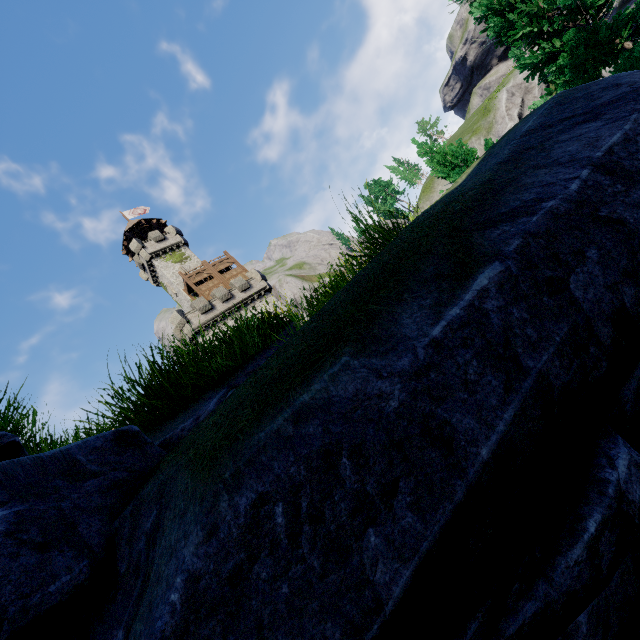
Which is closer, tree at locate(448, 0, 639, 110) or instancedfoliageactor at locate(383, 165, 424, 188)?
tree at locate(448, 0, 639, 110)

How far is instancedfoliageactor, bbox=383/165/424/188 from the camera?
52.6m

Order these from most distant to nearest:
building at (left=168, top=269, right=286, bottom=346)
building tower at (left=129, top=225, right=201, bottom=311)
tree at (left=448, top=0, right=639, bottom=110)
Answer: building tower at (left=129, top=225, right=201, bottom=311)
building at (left=168, top=269, right=286, bottom=346)
tree at (left=448, top=0, right=639, bottom=110)

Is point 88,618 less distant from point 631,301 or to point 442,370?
point 442,370

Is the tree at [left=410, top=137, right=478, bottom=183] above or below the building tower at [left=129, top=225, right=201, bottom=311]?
below

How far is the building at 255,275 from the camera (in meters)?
32.84

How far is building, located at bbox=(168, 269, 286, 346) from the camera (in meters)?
32.84

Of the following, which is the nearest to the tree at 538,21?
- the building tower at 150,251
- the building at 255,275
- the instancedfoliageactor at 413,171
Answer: the building at 255,275
